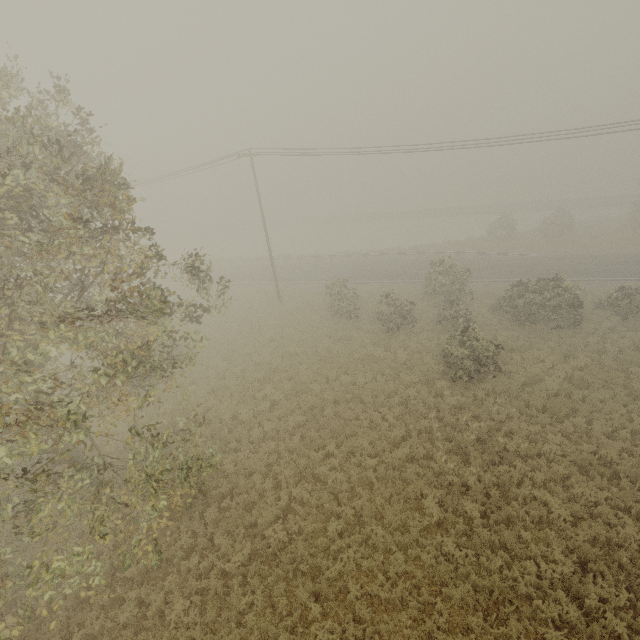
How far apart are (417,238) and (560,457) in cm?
3991
